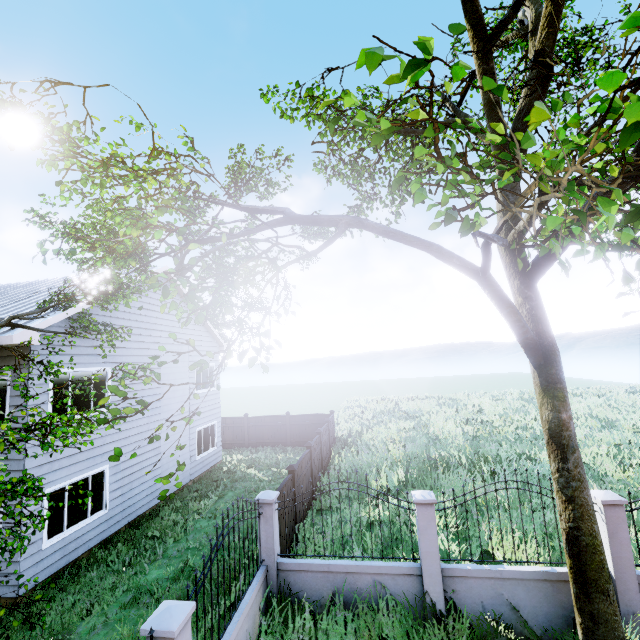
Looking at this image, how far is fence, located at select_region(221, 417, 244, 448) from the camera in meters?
20.0 m

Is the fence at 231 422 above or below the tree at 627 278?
below

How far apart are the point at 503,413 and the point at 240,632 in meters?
24.7 m

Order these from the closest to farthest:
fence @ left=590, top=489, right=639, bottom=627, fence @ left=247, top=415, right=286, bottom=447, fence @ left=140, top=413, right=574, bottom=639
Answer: fence @ left=140, top=413, right=574, bottom=639
fence @ left=590, top=489, right=639, bottom=627
fence @ left=247, top=415, right=286, bottom=447

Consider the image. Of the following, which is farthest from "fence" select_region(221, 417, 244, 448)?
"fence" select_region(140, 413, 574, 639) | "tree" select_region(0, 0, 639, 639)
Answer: "fence" select_region(140, 413, 574, 639)

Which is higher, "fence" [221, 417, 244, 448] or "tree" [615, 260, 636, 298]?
"tree" [615, 260, 636, 298]

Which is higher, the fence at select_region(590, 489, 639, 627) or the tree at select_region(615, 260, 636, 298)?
the tree at select_region(615, 260, 636, 298)

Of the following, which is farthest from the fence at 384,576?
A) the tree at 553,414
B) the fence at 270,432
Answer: the fence at 270,432
